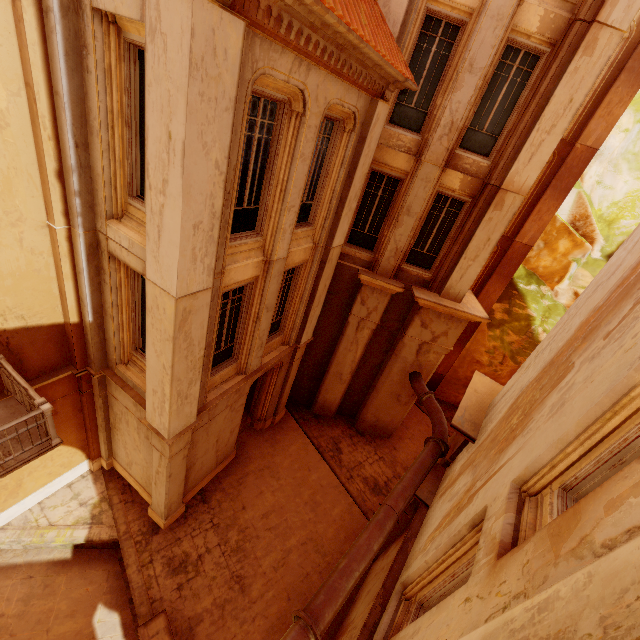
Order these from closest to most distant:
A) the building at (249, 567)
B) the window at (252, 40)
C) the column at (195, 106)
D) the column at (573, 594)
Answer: the column at (573, 594)
the column at (195, 106)
the window at (252, 40)
the building at (249, 567)

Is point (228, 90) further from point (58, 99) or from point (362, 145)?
point (362, 145)

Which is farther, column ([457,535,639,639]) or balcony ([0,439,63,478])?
balcony ([0,439,63,478])

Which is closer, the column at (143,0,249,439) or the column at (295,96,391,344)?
the column at (143,0,249,439)

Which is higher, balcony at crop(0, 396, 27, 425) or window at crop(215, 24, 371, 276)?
window at crop(215, 24, 371, 276)

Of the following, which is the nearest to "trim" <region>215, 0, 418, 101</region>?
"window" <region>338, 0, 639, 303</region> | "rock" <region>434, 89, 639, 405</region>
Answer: "window" <region>338, 0, 639, 303</region>

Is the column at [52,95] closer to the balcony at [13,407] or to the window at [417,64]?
the balcony at [13,407]

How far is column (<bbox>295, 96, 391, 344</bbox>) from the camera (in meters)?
8.08
